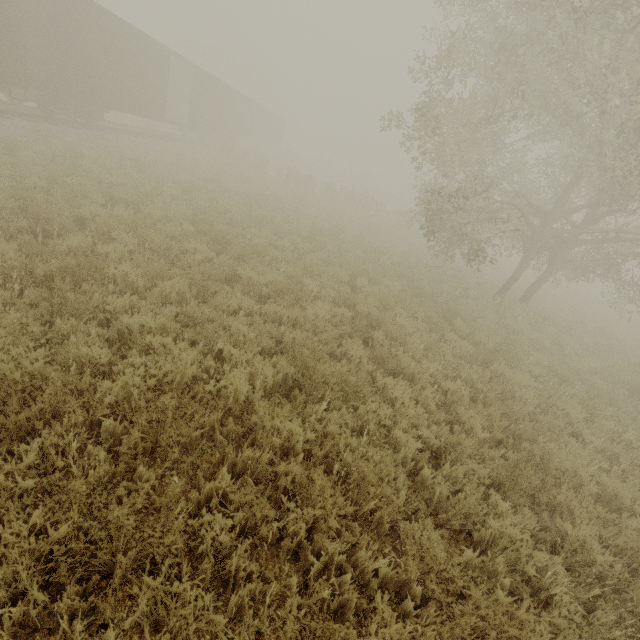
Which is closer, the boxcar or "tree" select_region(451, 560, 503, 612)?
"tree" select_region(451, 560, 503, 612)

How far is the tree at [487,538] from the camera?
3.5 meters

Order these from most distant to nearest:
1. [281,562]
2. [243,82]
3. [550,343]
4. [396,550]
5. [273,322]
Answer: [243,82] < [550,343] < [273,322] < [396,550] < [281,562]

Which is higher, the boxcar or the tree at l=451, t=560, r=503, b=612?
the boxcar

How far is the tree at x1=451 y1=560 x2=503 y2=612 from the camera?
2.9 meters

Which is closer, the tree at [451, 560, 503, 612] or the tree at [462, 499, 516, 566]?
the tree at [451, 560, 503, 612]

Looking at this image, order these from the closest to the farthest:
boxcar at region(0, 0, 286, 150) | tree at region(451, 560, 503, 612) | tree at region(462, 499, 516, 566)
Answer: tree at region(451, 560, 503, 612) → tree at region(462, 499, 516, 566) → boxcar at region(0, 0, 286, 150)
